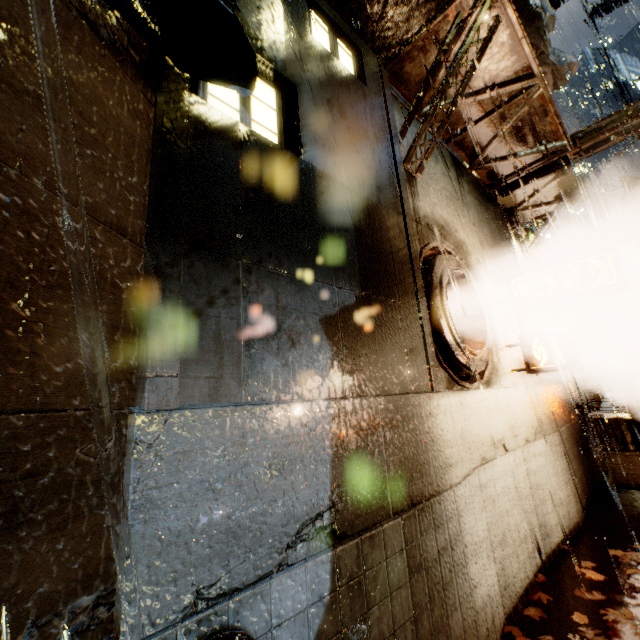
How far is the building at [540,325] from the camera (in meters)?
8.80

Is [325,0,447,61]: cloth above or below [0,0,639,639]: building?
above

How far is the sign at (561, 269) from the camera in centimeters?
599cm

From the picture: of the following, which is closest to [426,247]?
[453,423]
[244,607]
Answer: [453,423]

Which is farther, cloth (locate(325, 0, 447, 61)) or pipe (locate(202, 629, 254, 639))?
cloth (locate(325, 0, 447, 61))

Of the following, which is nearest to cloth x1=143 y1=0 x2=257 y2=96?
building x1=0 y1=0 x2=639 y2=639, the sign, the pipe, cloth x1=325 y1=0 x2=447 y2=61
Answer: building x1=0 y1=0 x2=639 y2=639

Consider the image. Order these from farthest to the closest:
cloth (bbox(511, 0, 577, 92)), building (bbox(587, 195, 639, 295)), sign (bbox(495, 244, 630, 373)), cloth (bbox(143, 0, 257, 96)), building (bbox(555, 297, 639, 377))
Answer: building (bbox(555, 297, 639, 377))
building (bbox(587, 195, 639, 295))
sign (bbox(495, 244, 630, 373))
cloth (bbox(511, 0, 577, 92))
cloth (bbox(143, 0, 257, 96))

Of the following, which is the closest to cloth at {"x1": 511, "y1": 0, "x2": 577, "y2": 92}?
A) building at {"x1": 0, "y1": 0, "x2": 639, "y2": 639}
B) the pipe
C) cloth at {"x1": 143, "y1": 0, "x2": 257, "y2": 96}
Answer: building at {"x1": 0, "y1": 0, "x2": 639, "y2": 639}
